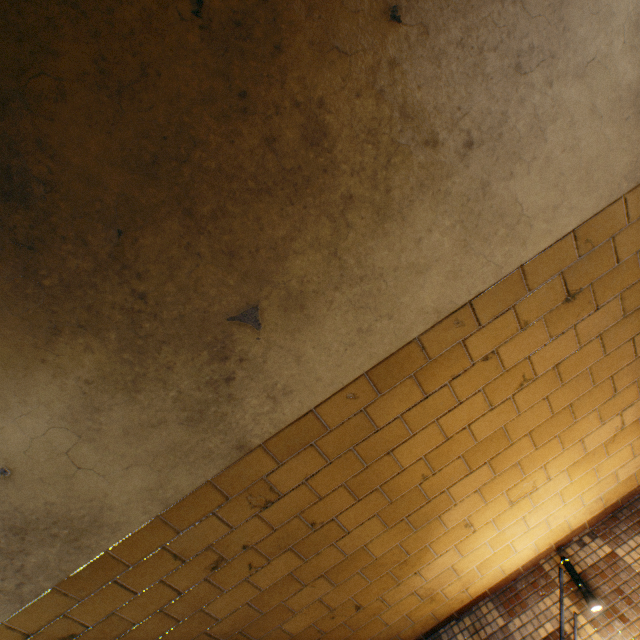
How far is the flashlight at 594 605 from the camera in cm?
180

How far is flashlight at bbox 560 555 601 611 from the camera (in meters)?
1.80

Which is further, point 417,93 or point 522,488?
point 522,488
